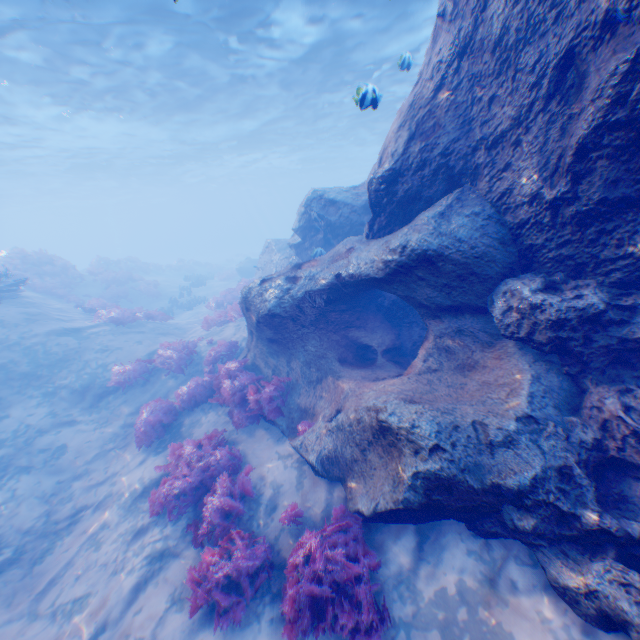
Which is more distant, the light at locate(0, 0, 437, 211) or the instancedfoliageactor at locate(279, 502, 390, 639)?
the light at locate(0, 0, 437, 211)

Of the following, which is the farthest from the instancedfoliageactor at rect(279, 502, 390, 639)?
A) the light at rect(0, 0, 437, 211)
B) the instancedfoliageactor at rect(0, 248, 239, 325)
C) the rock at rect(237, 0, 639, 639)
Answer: Result: the instancedfoliageactor at rect(0, 248, 239, 325)

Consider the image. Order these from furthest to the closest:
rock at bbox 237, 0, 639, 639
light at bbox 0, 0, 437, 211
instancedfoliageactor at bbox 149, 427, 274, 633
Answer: light at bbox 0, 0, 437, 211
instancedfoliageactor at bbox 149, 427, 274, 633
rock at bbox 237, 0, 639, 639

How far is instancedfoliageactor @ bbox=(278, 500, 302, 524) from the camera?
5.7 meters

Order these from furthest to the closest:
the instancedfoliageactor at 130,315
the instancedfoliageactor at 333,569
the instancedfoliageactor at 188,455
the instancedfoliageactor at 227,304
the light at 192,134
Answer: the instancedfoliageactor at 130,315 → the instancedfoliageactor at 227,304 → the light at 192,134 → the instancedfoliageactor at 188,455 → the instancedfoliageactor at 333,569

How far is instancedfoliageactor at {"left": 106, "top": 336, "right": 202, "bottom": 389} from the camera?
10.98m

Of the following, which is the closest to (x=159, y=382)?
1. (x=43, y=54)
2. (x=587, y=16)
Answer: (x=587, y=16)

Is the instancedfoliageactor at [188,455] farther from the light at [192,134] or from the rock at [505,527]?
the light at [192,134]
